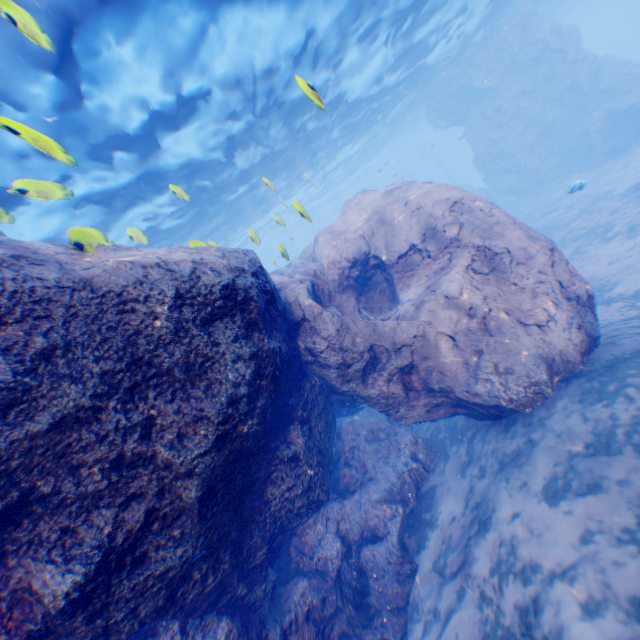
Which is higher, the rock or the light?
the light

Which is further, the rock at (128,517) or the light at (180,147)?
the light at (180,147)

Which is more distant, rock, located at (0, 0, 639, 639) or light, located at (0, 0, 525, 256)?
light, located at (0, 0, 525, 256)

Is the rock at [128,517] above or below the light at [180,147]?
below

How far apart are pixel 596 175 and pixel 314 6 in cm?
2070
